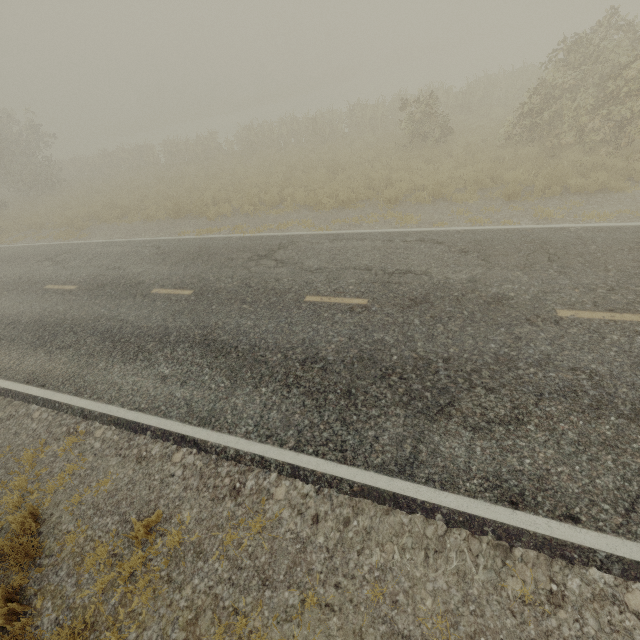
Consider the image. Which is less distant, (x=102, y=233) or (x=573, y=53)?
(x=573, y=53)
